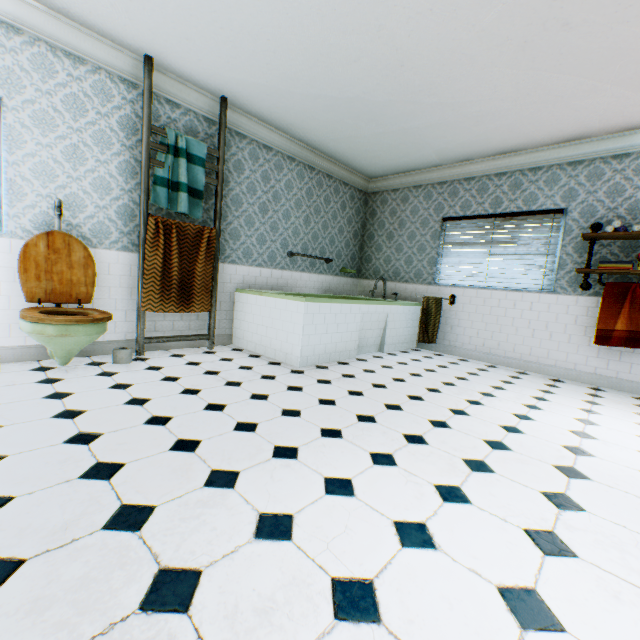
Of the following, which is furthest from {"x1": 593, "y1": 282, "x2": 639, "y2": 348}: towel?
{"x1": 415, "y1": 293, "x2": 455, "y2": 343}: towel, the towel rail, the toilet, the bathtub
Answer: the toilet

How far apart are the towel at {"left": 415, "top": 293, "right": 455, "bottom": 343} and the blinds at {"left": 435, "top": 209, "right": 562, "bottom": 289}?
0.17m

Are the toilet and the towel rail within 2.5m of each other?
yes

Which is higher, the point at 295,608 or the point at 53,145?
the point at 53,145

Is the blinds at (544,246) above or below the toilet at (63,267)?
above

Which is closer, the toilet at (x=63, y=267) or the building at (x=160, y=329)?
the toilet at (x=63, y=267)

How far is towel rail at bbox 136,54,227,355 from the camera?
3.4 meters

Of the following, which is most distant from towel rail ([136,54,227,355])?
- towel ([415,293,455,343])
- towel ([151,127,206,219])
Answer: towel ([415,293,455,343])
